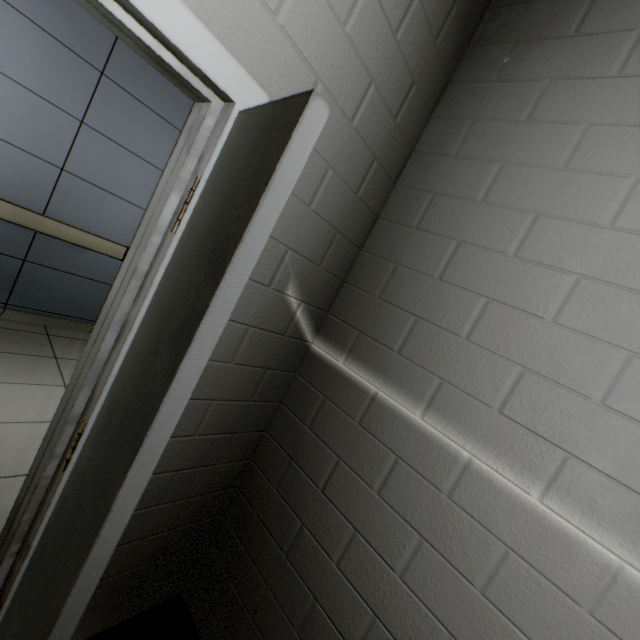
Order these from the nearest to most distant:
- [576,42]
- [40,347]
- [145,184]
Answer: [576,42] < [40,347] < [145,184]

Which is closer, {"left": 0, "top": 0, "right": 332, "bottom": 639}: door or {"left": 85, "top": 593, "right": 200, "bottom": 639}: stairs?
{"left": 0, "top": 0, "right": 332, "bottom": 639}: door

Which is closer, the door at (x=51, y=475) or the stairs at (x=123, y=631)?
the door at (x=51, y=475)

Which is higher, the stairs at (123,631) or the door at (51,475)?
the door at (51,475)

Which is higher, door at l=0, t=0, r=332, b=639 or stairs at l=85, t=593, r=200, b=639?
door at l=0, t=0, r=332, b=639
